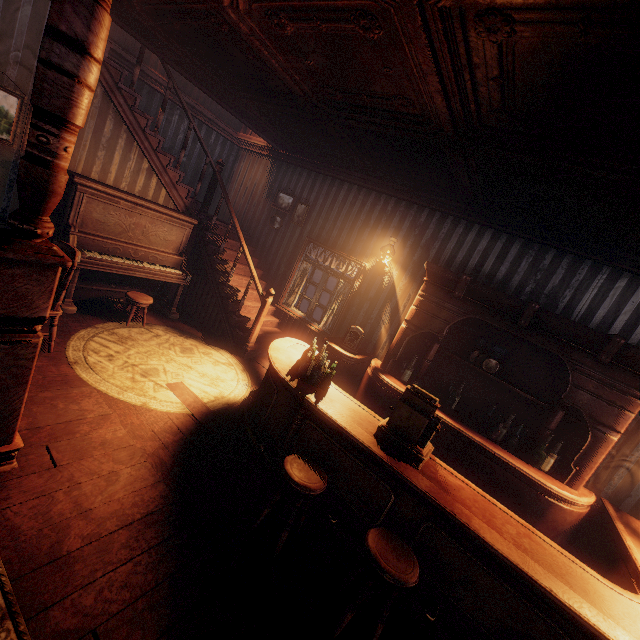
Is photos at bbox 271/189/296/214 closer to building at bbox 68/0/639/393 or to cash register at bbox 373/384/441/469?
building at bbox 68/0/639/393

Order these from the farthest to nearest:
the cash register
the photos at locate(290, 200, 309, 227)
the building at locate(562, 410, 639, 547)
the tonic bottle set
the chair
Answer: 1. the photos at locate(290, 200, 309, 227)
2. the tonic bottle set
3. the building at locate(562, 410, 639, 547)
4. the chair
5. the cash register

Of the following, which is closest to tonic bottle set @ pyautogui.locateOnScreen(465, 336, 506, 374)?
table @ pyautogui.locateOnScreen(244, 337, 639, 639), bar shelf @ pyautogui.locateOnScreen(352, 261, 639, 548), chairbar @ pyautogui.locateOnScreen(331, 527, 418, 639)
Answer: bar shelf @ pyautogui.locateOnScreen(352, 261, 639, 548)

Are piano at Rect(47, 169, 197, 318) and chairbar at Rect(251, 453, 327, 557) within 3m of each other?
no

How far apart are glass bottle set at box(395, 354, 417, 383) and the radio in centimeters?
76cm

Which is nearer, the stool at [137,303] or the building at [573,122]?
the building at [573,122]

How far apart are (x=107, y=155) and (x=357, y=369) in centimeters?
536cm

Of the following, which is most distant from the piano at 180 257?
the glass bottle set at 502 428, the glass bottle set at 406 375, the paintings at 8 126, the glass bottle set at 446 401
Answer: the glass bottle set at 502 428
